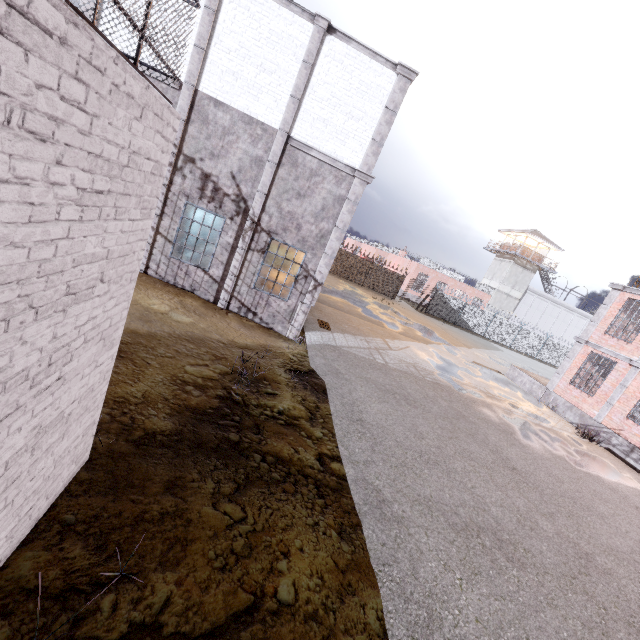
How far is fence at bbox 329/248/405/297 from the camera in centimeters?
3341cm

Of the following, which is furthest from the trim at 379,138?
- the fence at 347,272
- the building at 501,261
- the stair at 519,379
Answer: the building at 501,261

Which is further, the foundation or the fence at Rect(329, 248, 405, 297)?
the fence at Rect(329, 248, 405, 297)

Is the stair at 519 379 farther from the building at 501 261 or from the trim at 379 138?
the building at 501 261

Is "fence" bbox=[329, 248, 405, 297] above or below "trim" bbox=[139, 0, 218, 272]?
below

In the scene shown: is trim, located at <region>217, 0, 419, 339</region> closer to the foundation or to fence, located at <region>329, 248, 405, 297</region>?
fence, located at <region>329, 248, 405, 297</region>

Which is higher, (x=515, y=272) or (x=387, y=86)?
(x=515, y=272)

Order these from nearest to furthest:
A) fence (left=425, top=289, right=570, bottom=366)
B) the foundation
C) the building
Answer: the foundation
fence (left=425, top=289, right=570, bottom=366)
the building
